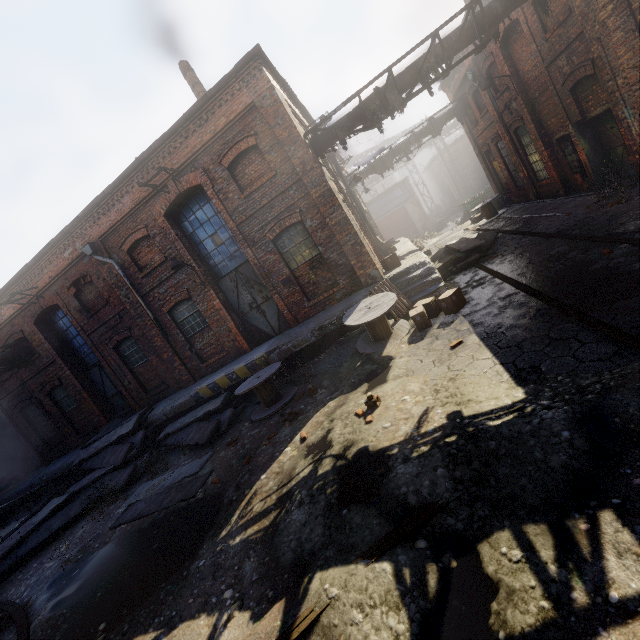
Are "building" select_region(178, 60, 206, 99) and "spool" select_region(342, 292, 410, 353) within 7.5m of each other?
no

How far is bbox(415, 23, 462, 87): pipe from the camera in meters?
8.8 m

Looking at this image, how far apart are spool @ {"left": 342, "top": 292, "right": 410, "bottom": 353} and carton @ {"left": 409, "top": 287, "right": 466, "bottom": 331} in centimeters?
16cm

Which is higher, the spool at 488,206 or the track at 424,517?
the spool at 488,206

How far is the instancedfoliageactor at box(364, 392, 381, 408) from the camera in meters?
5.6

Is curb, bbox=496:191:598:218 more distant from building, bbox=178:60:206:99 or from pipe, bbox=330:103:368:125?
building, bbox=178:60:206:99

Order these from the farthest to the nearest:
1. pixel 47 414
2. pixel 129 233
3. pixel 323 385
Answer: pixel 47 414
pixel 129 233
pixel 323 385

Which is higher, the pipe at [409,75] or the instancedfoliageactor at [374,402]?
the pipe at [409,75]
